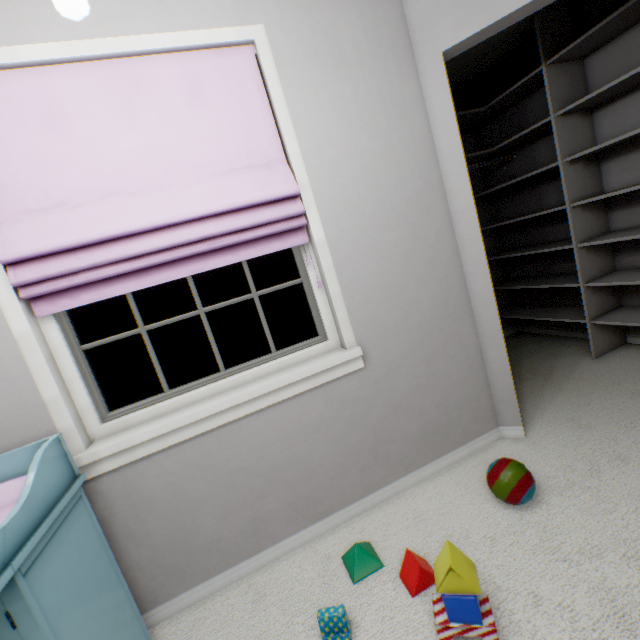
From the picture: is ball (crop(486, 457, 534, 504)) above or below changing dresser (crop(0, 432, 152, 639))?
below

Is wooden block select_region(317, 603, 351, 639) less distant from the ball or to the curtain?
the ball

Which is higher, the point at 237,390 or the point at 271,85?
the point at 271,85

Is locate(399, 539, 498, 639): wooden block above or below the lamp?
below

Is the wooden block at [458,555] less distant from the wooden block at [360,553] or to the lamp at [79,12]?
the wooden block at [360,553]

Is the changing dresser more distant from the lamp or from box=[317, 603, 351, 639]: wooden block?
the lamp

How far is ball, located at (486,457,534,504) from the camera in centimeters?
139cm

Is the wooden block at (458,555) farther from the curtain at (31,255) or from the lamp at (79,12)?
the lamp at (79,12)
